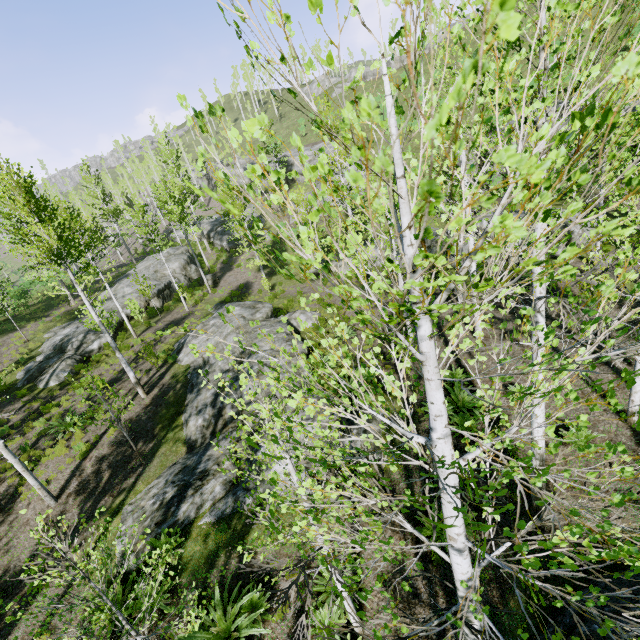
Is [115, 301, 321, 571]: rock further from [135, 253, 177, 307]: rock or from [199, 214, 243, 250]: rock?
[199, 214, 243, 250]: rock

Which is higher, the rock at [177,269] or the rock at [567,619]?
the rock at [177,269]

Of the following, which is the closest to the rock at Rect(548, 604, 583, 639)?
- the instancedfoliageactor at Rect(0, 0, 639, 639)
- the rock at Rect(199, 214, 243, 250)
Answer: the instancedfoliageactor at Rect(0, 0, 639, 639)

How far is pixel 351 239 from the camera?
1.3 meters

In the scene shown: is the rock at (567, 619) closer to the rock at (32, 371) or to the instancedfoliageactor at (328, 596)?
the instancedfoliageactor at (328, 596)

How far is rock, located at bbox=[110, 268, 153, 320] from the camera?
24.67m

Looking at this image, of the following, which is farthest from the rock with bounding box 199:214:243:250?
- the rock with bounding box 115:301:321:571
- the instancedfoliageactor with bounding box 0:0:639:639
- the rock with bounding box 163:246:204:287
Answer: the rock with bounding box 115:301:321:571
